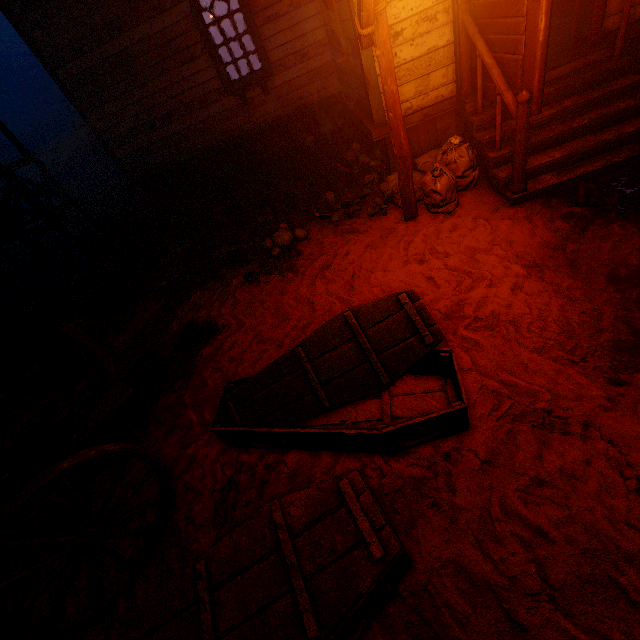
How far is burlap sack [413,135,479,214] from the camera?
4.1 meters

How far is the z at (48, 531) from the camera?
2.90m

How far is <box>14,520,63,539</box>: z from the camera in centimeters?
290cm

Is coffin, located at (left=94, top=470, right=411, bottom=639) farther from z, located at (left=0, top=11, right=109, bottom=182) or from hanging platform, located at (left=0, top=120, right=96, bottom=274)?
hanging platform, located at (left=0, top=120, right=96, bottom=274)

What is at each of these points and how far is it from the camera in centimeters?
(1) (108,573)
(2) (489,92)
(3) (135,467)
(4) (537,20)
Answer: (1) z, 245cm
(2) bp, 397cm
(3) z, 308cm
(4) bp, 287cm

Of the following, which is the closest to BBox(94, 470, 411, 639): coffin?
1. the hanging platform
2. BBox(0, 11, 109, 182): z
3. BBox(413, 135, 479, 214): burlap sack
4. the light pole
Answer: BBox(0, 11, 109, 182): z

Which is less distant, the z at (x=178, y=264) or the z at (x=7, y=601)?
the z at (x=178, y=264)

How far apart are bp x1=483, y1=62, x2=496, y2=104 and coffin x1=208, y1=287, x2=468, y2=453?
2.5m
